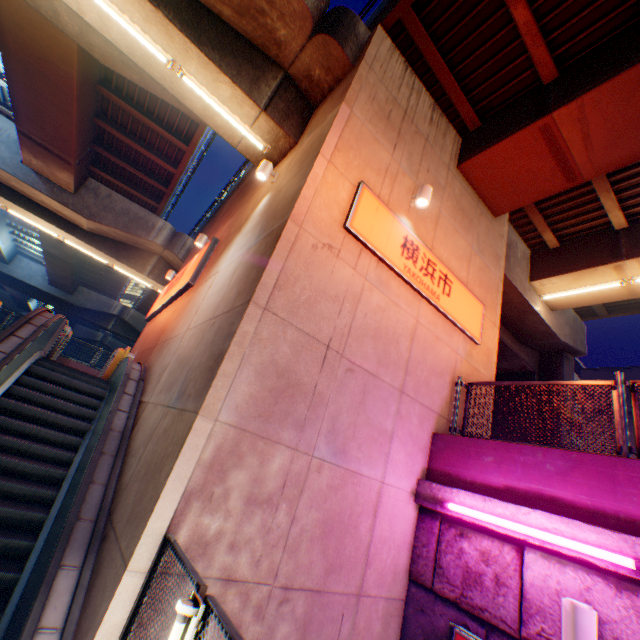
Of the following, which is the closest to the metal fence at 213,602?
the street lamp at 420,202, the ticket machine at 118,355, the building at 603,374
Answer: the street lamp at 420,202

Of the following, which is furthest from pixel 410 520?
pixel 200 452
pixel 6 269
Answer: pixel 6 269

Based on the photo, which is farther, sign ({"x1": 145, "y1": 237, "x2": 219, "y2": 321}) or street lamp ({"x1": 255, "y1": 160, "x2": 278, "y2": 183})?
sign ({"x1": 145, "y1": 237, "x2": 219, "y2": 321})

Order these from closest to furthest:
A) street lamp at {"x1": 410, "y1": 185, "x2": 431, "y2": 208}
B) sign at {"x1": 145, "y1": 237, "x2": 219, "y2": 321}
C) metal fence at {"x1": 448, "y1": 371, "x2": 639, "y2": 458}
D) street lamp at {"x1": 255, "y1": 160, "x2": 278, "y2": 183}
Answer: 1. metal fence at {"x1": 448, "y1": 371, "x2": 639, "y2": 458}
2. street lamp at {"x1": 410, "y1": 185, "x2": 431, "y2": 208}
3. street lamp at {"x1": 255, "y1": 160, "x2": 278, "y2": 183}
4. sign at {"x1": 145, "y1": 237, "x2": 219, "y2": 321}

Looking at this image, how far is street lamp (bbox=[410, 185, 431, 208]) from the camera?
6.5m

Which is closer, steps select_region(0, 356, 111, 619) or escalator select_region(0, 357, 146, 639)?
escalator select_region(0, 357, 146, 639)

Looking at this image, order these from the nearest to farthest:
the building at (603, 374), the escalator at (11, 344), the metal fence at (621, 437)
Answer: the metal fence at (621, 437)
the escalator at (11, 344)
the building at (603, 374)

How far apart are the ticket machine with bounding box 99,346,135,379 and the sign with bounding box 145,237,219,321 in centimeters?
175cm
